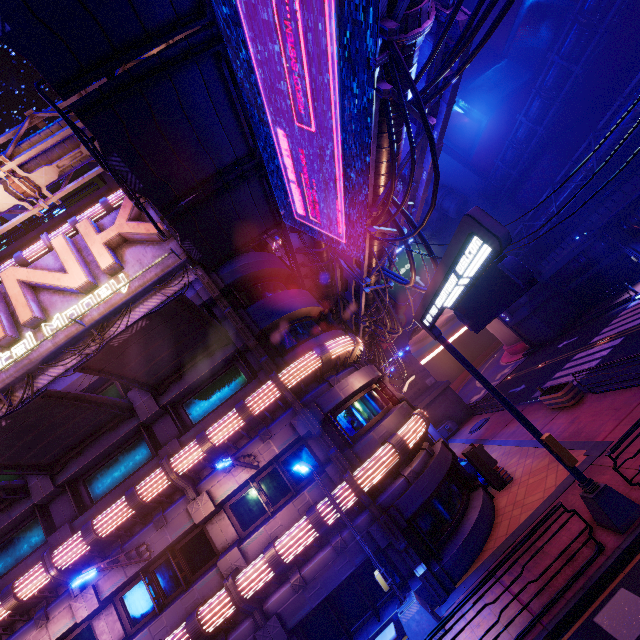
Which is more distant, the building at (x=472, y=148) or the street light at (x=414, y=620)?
the building at (x=472, y=148)

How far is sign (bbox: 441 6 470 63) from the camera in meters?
7.2 m

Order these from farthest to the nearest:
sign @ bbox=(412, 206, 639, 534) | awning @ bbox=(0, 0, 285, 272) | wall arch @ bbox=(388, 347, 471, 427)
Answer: wall arch @ bbox=(388, 347, 471, 427)
awning @ bbox=(0, 0, 285, 272)
sign @ bbox=(412, 206, 639, 534)

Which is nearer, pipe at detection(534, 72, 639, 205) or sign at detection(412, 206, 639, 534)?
sign at detection(412, 206, 639, 534)

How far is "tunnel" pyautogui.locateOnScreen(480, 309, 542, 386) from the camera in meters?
38.2

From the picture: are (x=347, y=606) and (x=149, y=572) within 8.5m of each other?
yes

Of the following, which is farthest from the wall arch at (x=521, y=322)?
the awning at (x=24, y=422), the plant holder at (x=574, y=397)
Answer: the awning at (x=24, y=422)

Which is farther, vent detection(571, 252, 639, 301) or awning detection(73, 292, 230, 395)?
vent detection(571, 252, 639, 301)
